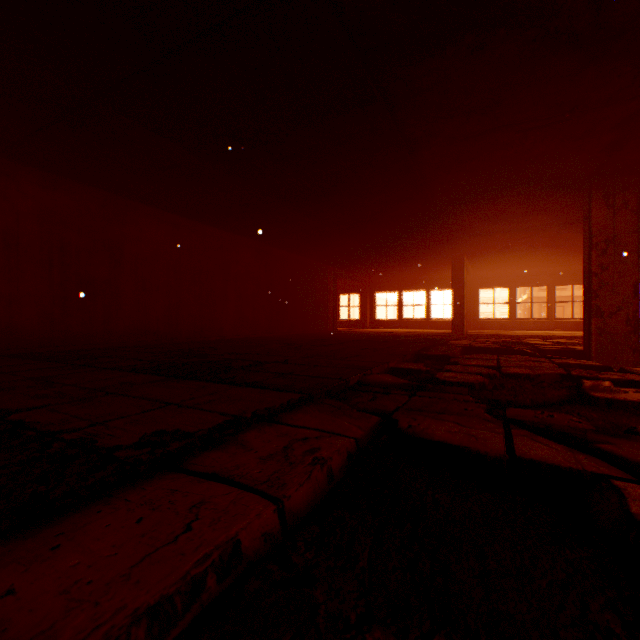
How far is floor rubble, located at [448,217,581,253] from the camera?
7.79m

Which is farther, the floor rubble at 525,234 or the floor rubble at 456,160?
the floor rubble at 525,234

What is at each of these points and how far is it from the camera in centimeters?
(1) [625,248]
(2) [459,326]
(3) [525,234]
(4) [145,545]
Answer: (1) pillar, 491cm
(2) pillar, 1052cm
(3) floor rubble, 812cm
(4) floor rubble, 69cm

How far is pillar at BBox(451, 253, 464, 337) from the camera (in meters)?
10.48

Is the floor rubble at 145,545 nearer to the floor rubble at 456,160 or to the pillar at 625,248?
the pillar at 625,248

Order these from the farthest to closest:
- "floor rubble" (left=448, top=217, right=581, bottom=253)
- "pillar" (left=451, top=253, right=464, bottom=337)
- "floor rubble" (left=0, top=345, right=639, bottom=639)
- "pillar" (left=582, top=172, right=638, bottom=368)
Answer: "pillar" (left=451, top=253, right=464, bottom=337)
"floor rubble" (left=448, top=217, right=581, bottom=253)
"pillar" (left=582, top=172, right=638, bottom=368)
"floor rubble" (left=0, top=345, right=639, bottom=639)

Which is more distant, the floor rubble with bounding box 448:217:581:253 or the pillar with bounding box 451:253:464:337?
the pillar with bounding box 451:253:464:337
